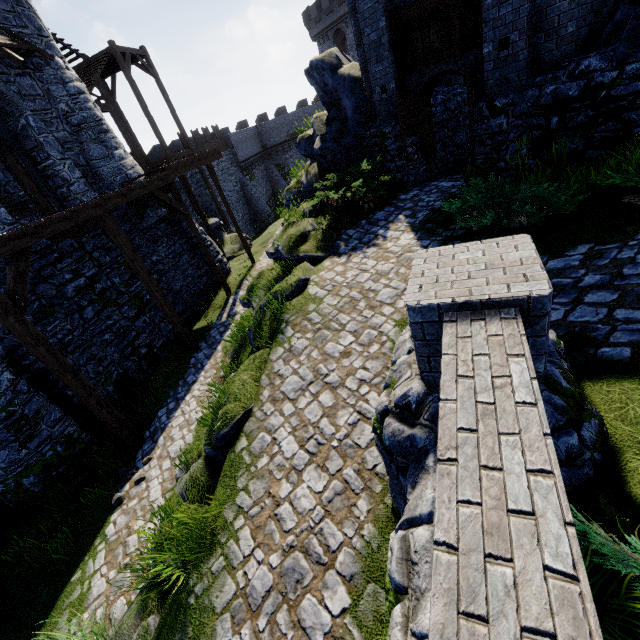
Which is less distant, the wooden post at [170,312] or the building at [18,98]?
the wooden post at [170,312]

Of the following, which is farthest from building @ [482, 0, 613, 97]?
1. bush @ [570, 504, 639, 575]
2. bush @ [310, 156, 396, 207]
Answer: bush @ [570, 504, 639, 575]

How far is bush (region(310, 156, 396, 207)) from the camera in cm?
974

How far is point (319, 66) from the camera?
11.7m

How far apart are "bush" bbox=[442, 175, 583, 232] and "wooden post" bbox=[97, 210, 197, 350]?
9.4 meters

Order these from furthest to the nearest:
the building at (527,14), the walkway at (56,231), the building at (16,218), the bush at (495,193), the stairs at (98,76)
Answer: the stairs at (98,76)
the building at (16,218)
the walkway at (56,231)
the building at (527,14)
the bush at (495,193)

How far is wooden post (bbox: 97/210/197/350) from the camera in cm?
981

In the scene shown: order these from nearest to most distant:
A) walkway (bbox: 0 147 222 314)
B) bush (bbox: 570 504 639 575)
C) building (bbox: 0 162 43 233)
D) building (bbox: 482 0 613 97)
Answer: bush (bbox: 570 504 639 575) < building (bbox: 482 0 613 97) < walkway (bbox: 0 147 222 314) < building (bbox: 0 162 43 233)
